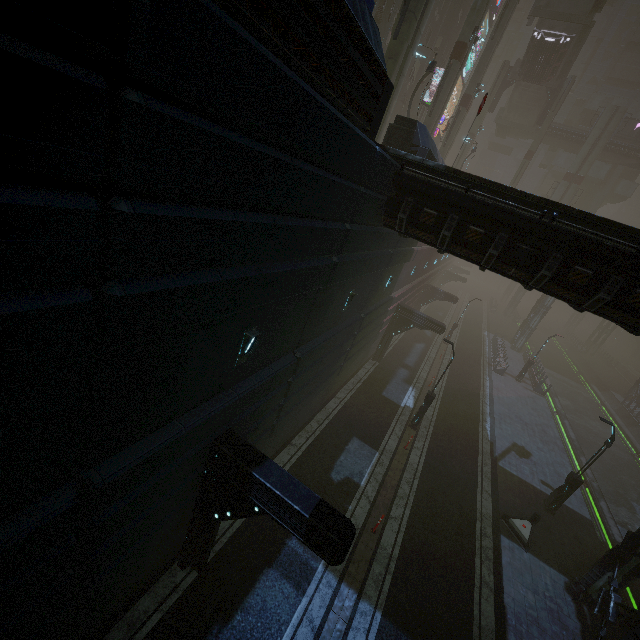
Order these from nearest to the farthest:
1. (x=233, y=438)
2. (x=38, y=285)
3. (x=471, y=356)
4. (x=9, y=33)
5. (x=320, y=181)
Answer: (x=9, y=33), (x=38, y=285), (x=320, y=181), (x=233, y=438), (x=471, y=356)

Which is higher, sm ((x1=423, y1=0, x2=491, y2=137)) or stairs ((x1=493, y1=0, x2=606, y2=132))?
stairs ((x1=493, y1=0, x2=606, y2=132))

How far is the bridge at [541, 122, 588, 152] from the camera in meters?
42.5 m

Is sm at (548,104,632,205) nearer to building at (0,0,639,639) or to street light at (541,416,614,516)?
building at (0,0,639,639)

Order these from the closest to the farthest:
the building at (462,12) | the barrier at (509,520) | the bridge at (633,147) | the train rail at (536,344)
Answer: the building at (462,12) → the barrier at (509,520) → the bridge at (633,147) → the train rail at (536,344)

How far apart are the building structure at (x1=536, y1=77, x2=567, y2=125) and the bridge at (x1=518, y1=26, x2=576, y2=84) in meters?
1.3

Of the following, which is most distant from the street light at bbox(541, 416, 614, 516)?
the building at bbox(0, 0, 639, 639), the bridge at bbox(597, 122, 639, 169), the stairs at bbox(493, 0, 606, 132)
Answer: the bridge at bbox(597, 122, 639, 169)

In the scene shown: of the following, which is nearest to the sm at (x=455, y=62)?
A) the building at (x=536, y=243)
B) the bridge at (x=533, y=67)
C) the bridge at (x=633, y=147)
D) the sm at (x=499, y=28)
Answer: the building at (x=536, y=243)
